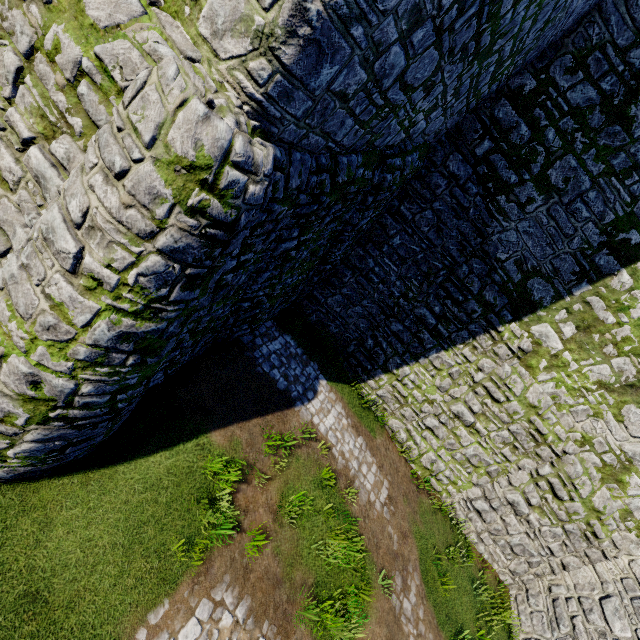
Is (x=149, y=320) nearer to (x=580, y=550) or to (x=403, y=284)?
(x=403, y=284)
